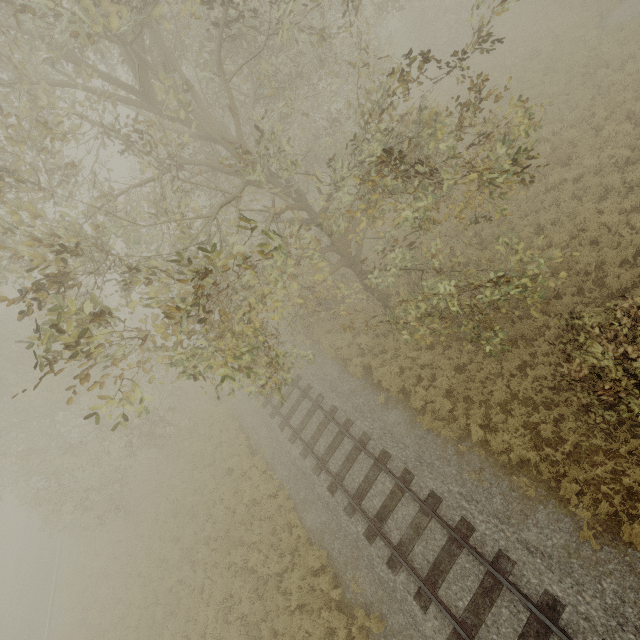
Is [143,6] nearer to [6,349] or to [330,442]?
[330,442]
